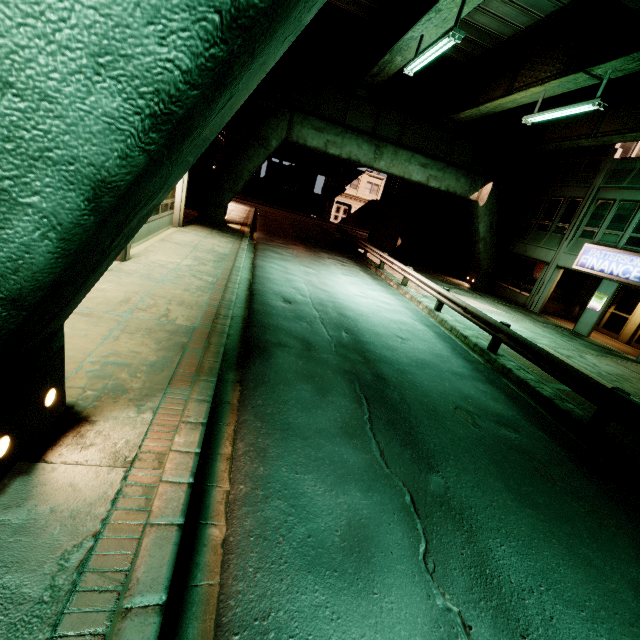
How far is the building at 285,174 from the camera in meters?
46.9 m

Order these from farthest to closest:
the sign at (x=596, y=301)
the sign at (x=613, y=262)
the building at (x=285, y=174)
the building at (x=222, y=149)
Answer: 1. the building at (x=285, y=174)
2. the building at (x=222, y=149)
3. the sign at (x=596, y=301)
4. the sign at (x=613, y=262)

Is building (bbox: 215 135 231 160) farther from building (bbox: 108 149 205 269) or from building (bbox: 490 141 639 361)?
building (bbox: 490 141 639 361)

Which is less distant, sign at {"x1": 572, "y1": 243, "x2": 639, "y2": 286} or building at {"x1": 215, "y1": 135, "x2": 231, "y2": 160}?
sign at {"x1": 572, "y1": 243, "x2": 639, "y2": 286}

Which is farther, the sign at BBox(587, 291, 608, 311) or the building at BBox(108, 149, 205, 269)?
the sign at BBox(587, 291, 608, 311)

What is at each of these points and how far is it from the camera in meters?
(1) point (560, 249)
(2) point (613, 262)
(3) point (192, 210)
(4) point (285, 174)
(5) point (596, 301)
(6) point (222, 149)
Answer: (1) building, 19.2
(2) sign, 15.9
(3) building, 21.3
(4) building, 47.2
(5) sign, 16.8
(6) building, 24.9

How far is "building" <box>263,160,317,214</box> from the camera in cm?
4691

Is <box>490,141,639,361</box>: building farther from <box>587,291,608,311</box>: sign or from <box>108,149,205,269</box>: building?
<box>108,149,205,269</box>: building
